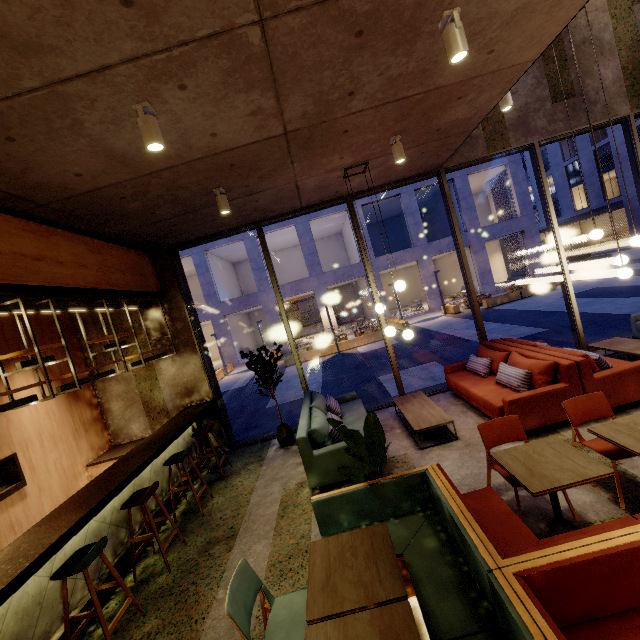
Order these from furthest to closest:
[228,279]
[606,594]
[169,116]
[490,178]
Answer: [228,279] → [490,178] → [169,116] → [606,594]

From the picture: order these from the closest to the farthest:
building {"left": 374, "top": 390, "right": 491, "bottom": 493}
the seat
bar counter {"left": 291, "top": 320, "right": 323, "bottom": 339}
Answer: the seat → building {"left": 374, "top": 390, "right": 491, "bottom": 493} → bar counter {"left": 291, "top": 320, "right": 323, "bottom": 339}

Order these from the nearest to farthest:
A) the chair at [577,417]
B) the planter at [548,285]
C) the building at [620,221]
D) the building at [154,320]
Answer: the chair at [577,417]
the building at [154,320]
the planter at [548,285]
the building at [620,221]

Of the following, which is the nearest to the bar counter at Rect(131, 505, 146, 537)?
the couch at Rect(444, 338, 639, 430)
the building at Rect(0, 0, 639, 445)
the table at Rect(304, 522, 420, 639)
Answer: the building at Rect(0, 0, 639, 445)

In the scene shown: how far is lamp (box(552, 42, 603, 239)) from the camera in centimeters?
552cm

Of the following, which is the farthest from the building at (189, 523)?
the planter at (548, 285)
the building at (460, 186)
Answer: the building at (460, 186)

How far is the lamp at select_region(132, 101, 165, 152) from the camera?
Answer: 2.7m

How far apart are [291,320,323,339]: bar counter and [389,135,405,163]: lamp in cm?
2517
